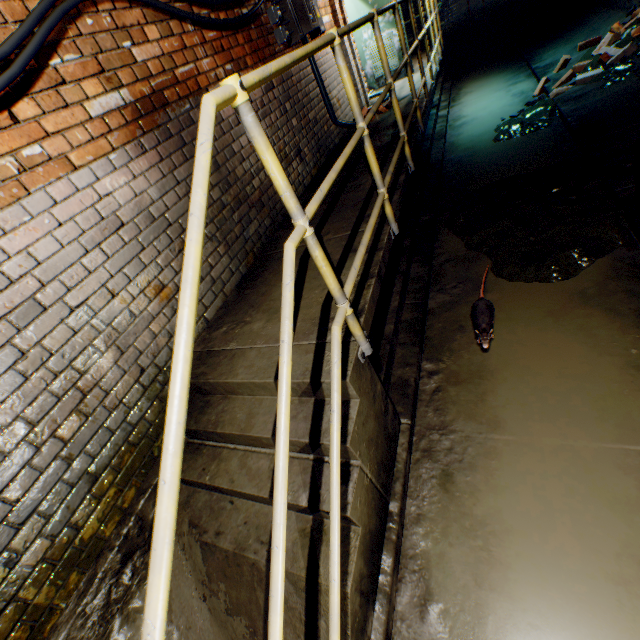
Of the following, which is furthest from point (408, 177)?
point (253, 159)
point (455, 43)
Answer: point (455, 43)

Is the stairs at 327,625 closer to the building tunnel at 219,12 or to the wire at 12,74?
the building tunnel at 219,12

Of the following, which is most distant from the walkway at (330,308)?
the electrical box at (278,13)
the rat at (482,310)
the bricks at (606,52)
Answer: the bricks at (606,52)

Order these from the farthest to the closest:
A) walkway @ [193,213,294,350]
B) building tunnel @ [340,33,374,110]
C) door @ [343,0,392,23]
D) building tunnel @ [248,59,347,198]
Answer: door @ [343,0,392,23]
building tunnel @ [340,33,374,110]
building tunnel @ [248,59,347,198]
walkway @ [193,213,294,350]

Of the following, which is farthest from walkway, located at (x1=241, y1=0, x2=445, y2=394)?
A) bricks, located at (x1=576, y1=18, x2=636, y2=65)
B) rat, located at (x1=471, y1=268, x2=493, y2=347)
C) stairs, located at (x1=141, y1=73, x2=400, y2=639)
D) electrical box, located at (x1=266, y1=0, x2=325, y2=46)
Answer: bricks, located at (x1=576, y1=18, x2=636, y2=65)

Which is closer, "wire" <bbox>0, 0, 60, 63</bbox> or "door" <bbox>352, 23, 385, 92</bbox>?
"wire" <bbox>0, 0, 60, 63</bbox>

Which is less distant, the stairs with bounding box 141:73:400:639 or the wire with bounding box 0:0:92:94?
the stairs with bounding box 141:73:400:639
